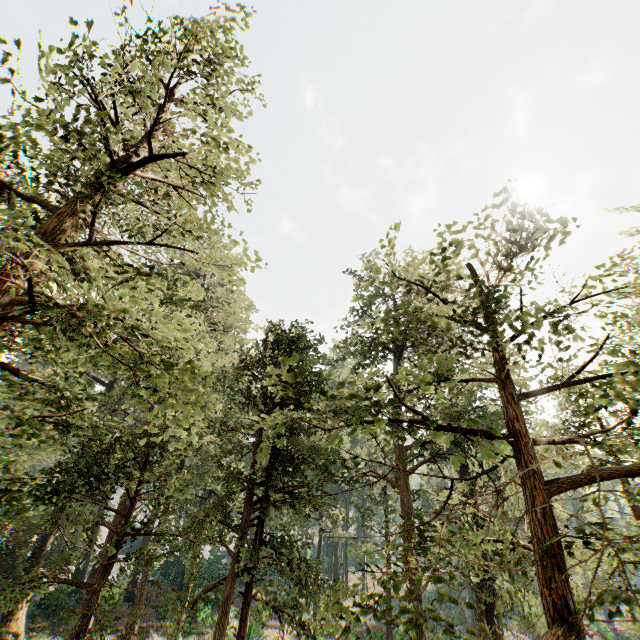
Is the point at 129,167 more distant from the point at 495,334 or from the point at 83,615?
the point at 83,615
